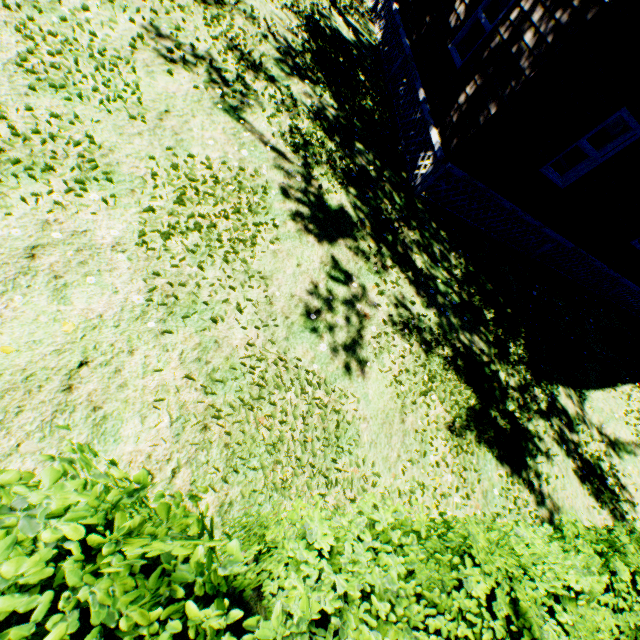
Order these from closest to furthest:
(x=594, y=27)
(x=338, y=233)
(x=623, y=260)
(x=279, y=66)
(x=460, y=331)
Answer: (x=594, y=27)
(x=338, y=233)
(x=460, y=331)
(x=279, y=66)
(x=623, y=260)

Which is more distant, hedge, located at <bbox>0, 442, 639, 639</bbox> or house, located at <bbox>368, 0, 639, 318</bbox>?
house, located at <bbox>368, 0, 639, 318</bbox>

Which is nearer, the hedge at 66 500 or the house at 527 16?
the hedge at 66 500
